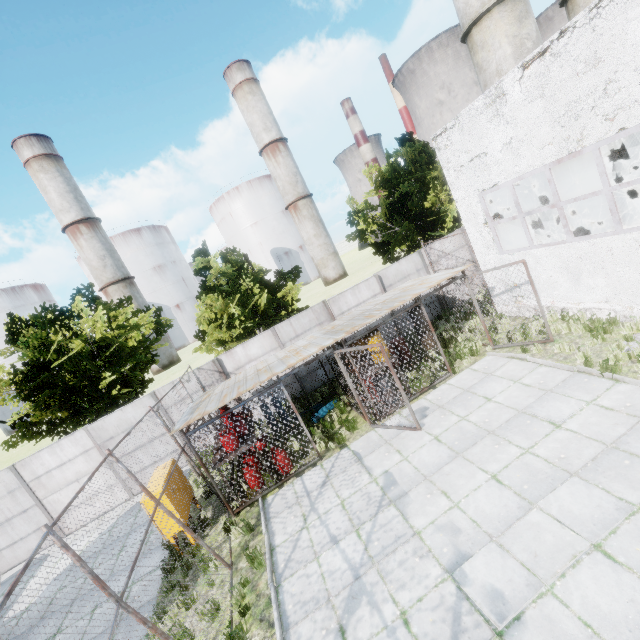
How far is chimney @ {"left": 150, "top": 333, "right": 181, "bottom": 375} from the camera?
55.9m

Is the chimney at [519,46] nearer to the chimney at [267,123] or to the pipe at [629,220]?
the pipe at [629,220]

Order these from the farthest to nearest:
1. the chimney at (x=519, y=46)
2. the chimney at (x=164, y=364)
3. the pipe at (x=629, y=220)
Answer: the chimney at (x=164, y=364), the chimney at (x=519, y=46), the pipe at (x=629, y=220)

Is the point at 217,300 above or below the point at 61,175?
below

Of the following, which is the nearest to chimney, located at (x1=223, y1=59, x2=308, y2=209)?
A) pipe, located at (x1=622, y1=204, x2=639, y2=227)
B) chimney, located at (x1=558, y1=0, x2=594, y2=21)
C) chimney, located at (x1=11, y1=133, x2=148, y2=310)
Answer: chimney, located at (x1=11, y1=133, x2=148, y2=310)

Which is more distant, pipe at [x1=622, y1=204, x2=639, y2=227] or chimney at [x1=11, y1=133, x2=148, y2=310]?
chimney at [x1=11, y1=133, x2=148, y2=310]

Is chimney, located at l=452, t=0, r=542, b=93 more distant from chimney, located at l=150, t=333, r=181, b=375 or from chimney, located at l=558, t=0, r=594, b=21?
chimney, located at l=150, t=333, r=181, b=375

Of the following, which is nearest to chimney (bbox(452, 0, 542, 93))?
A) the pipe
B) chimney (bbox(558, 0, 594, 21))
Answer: chimney (bbox(558, 0, 594, 21))
